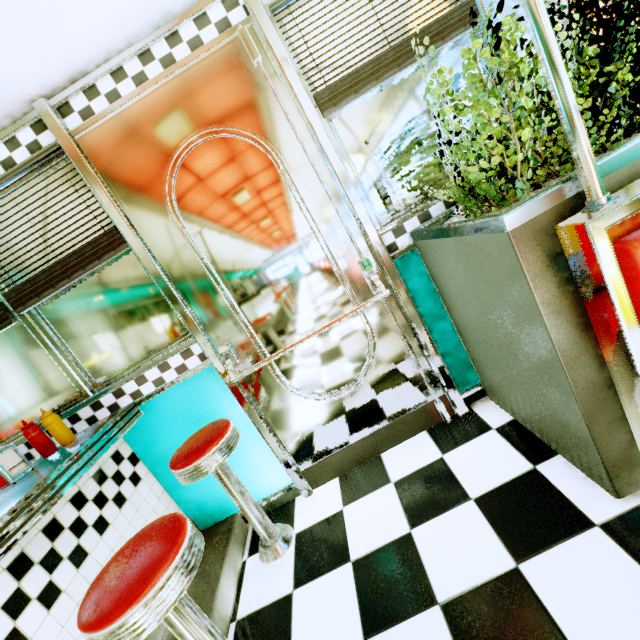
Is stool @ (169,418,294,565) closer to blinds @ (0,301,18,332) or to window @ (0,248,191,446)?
window @ (0,248,191,446)

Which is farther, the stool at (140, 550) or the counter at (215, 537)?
the counter at (215, 537)

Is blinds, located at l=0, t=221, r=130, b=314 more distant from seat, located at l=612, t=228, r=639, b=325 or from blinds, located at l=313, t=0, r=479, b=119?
seat, located at l=612, t=228, r=639, b=325

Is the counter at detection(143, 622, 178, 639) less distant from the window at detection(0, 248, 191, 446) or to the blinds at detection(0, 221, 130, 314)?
the window at detection(0, 248, 191, 446)

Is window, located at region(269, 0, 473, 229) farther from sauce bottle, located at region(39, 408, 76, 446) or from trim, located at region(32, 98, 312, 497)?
sauce bottle, located at region(39, 408, 76, 446)

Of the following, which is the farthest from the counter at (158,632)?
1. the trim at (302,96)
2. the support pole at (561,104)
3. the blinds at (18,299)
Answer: the support pole at (561,104)

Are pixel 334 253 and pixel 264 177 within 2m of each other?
yes

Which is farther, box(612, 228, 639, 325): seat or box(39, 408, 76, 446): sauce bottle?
box(39, 408, 76, 446): sauce bottle
